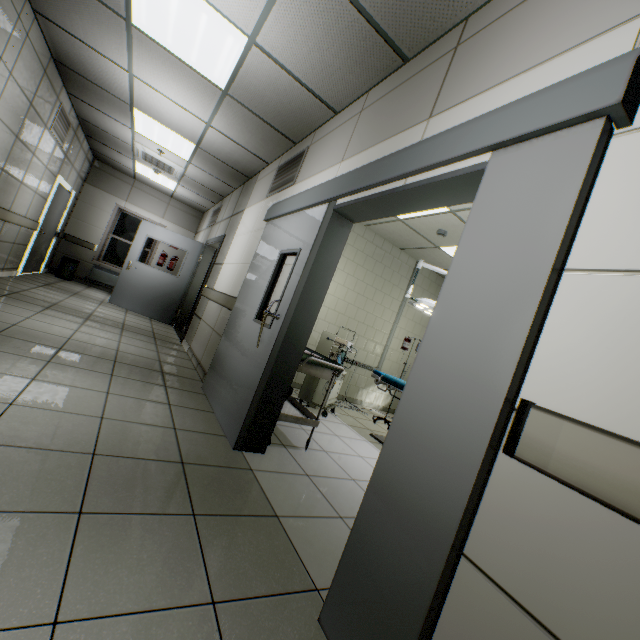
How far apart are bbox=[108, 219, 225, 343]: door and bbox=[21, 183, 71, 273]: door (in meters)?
1.59

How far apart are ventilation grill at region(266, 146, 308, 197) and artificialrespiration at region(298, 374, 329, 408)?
2.02m

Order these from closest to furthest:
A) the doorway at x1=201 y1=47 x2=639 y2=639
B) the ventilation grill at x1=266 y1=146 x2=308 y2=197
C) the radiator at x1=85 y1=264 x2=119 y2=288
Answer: the doorway at x1=201 y1=47 x2=639 y2=639 → the ventilation grill at x1=266 y1=146 x2=308 y2=197 → the radiator at x1=85 y1=264 x2=119 y2=288

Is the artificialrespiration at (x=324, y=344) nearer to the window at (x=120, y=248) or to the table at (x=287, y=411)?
the table at (x=287, y=411)

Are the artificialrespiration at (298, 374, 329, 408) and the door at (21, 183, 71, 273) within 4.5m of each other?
no

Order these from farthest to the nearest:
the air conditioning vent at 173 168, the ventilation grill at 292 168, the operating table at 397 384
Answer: the air conditioning vent at 173 168 < the operating table at 397 384 < the ventilation grill at 292 168

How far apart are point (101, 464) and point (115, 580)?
0.8 meters

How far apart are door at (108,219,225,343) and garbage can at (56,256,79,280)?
2.28m
